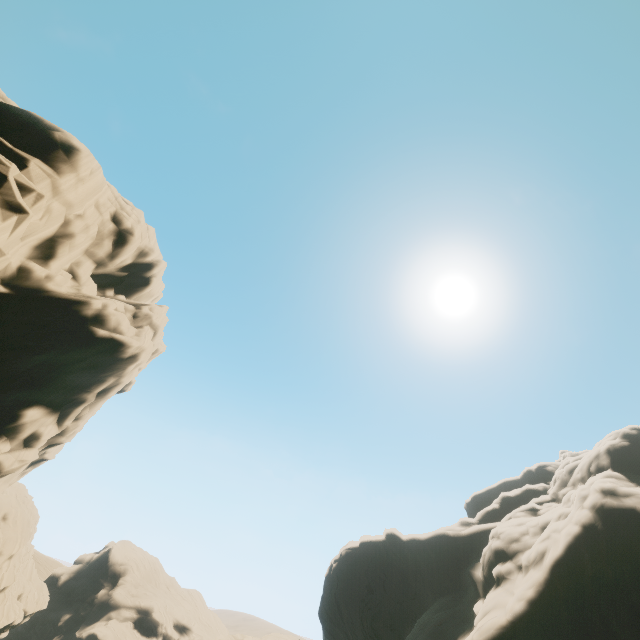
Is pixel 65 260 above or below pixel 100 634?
above

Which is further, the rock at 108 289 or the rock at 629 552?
the rock at 629 552

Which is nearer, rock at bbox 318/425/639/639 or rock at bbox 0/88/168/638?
rock at bbox 0/88/168/638
